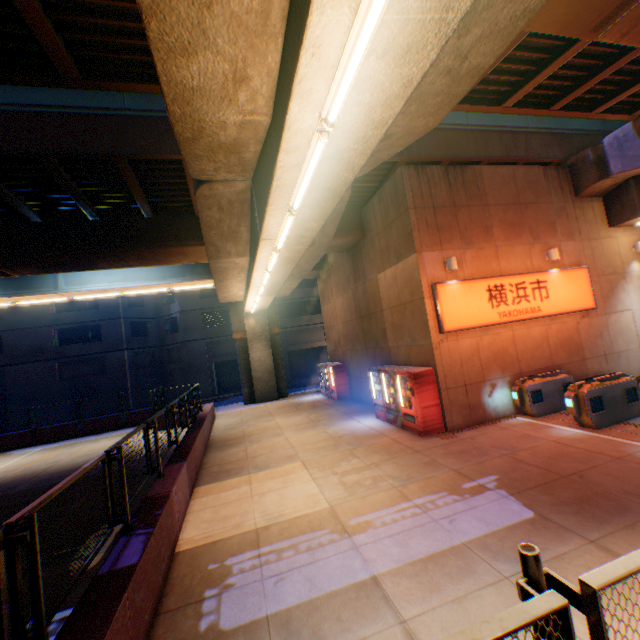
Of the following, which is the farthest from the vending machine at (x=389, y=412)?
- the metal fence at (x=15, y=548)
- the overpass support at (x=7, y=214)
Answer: the metal fence at (x=15, y=548)

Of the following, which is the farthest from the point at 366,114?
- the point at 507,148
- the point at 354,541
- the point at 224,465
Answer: the point at 507,148

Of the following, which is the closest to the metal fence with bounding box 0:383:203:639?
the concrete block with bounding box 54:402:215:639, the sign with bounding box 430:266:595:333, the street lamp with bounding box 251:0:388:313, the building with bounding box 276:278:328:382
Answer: the concrete block with bounding box 54:402:215:639

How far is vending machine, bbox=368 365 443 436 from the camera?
10.1 meters

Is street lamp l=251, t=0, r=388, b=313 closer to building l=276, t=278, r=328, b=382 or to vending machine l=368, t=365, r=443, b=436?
vending machine l=368, t=365, r=443, b=436

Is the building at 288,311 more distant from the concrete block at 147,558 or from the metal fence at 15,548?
the metal fence at 15,548

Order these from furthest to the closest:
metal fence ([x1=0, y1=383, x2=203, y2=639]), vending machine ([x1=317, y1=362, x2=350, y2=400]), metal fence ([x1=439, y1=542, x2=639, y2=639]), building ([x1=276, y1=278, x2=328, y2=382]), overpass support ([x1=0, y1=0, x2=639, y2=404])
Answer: building ([x1=276, y1=278, x2=328, y2=382])
vending machine ([x1=317, y1=362, x2=350, y2=400])
overpass support ([x1=0, y1=0, x2=639, y2=404])
metal fence ([x1=0, y1=383, x2=203, y2=639])
metal fence ([x1=439, y1=542, x2=639, y2=639])

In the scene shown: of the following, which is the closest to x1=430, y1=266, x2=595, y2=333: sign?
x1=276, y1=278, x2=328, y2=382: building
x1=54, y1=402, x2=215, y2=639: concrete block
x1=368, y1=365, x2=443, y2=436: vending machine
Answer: x1=368, y1=365, x2=443, y2=436: vending machine
